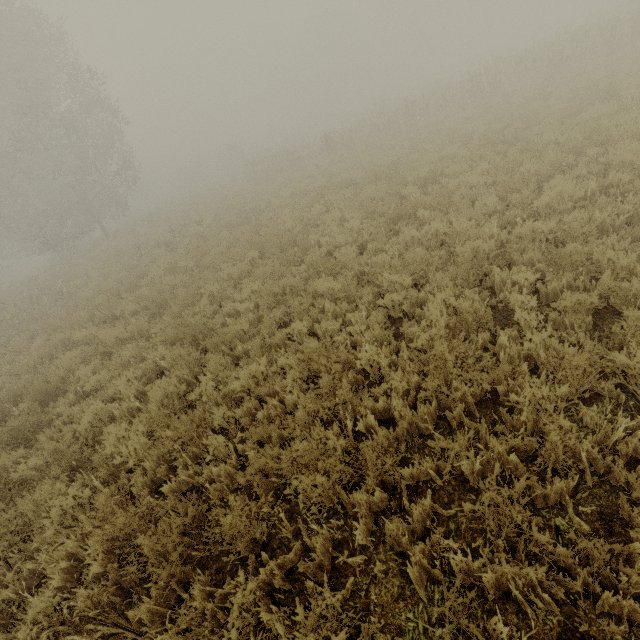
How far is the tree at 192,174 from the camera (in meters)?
54.88

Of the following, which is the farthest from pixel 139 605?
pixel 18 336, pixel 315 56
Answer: pixel 315 56

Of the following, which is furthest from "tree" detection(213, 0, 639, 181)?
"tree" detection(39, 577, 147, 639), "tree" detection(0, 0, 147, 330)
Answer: "tree" detection(39, 577, 147, 639)

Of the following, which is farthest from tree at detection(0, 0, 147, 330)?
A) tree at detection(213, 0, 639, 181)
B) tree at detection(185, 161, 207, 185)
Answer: tree at detection(185, 161, 207, 185)

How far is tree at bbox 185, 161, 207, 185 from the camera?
54.9 meters

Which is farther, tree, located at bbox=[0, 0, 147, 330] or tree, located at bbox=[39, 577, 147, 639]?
tree, located at bbox=[0, 0, 147, 330]

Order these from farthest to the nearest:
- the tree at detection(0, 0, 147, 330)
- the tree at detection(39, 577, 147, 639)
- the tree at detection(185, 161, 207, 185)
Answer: the tree at detection(185, 161, 207, 185), the tree at detection(0, 0, 147, 330), the tree at detection(39, 577, 147, 639)

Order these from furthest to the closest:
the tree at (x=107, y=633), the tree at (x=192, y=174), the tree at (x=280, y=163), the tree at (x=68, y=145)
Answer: the tree at (x=192, y=174)
the tree at (x=68, y=145)
the tree at (x=280, y=163)
the tree at (x=107, y=633)
